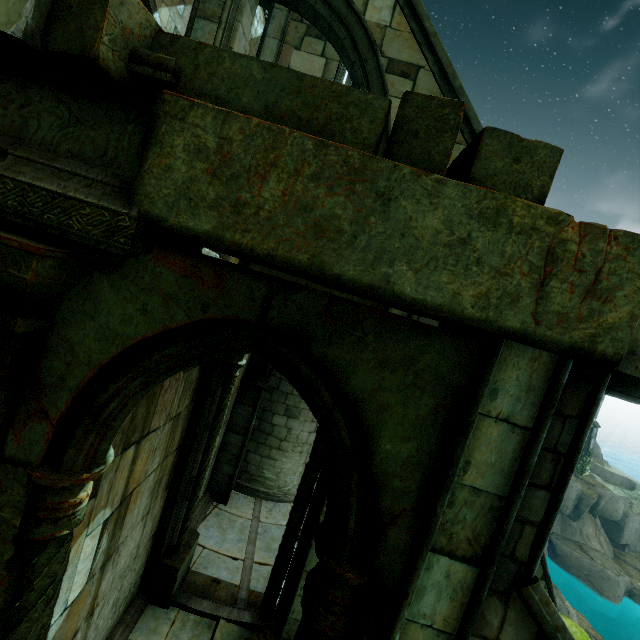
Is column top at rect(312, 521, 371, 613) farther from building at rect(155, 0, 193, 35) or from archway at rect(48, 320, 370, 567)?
building at rect(155, 0, 193, 35)

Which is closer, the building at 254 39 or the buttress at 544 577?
the buttress at 544 577

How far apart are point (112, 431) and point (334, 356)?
1.7m

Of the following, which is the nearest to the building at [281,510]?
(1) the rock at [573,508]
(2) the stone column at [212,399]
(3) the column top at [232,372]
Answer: (2) the stone column at [212,399]

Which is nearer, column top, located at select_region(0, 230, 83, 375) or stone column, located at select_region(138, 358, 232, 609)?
column top, located at select_region(0, 230, 83, 375)

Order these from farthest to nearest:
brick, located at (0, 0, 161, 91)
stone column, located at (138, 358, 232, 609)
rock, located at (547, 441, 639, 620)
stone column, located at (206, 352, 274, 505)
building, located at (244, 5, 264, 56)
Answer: rock, located at (547, 441, 639, 620) → building, located at (244, 5, 264, 56) → stone column, located at (206, 352, 274, 505) → stone column, located at (138, 358, 232, 609) → brick, located at (0, 0, 161, 91)

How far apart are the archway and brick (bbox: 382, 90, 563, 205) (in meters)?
1.23

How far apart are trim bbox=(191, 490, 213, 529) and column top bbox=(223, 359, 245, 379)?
4.69m
